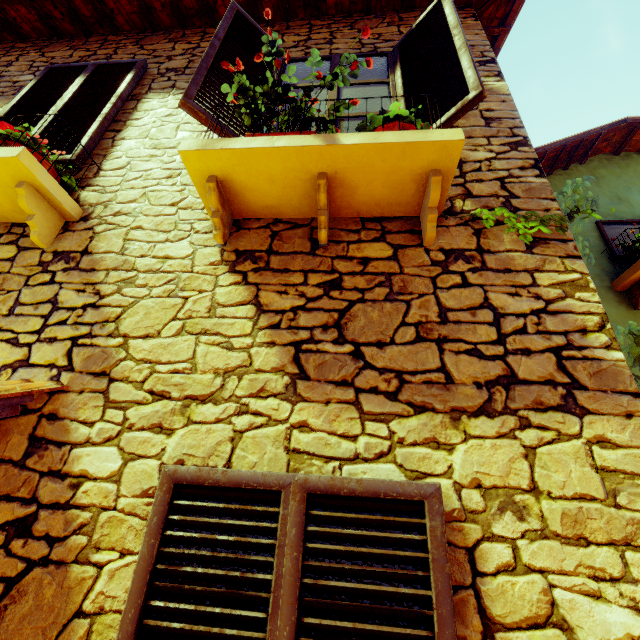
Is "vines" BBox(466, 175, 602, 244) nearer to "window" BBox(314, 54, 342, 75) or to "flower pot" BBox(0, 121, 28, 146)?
"window" BBox(314, 54, 342, 75)

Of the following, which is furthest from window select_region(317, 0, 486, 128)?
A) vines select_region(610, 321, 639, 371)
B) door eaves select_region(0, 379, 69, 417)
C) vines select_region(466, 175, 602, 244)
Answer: door eaves select_region(0, 379, 69, 417)

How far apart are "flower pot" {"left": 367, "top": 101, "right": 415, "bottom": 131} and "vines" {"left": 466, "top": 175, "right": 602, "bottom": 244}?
0.37m

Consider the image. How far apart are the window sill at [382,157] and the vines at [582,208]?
0.2 meters

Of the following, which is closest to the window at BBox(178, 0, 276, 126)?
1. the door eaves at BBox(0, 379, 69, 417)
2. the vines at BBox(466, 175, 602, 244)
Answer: the vines at BBox(466, 175, 602, 244)

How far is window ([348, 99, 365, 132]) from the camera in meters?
2.5

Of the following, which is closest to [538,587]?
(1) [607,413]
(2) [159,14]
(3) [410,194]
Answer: (1) [607,413]

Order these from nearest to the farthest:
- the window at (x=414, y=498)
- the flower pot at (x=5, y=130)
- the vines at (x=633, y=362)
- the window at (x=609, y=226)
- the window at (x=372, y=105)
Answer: the window at (x=414, y=498) → the vines at (x=633, y=362) → the flower pot at (x=5, y=130) → the window at (x=372, y=105) → the window at (x=609, y=226)
